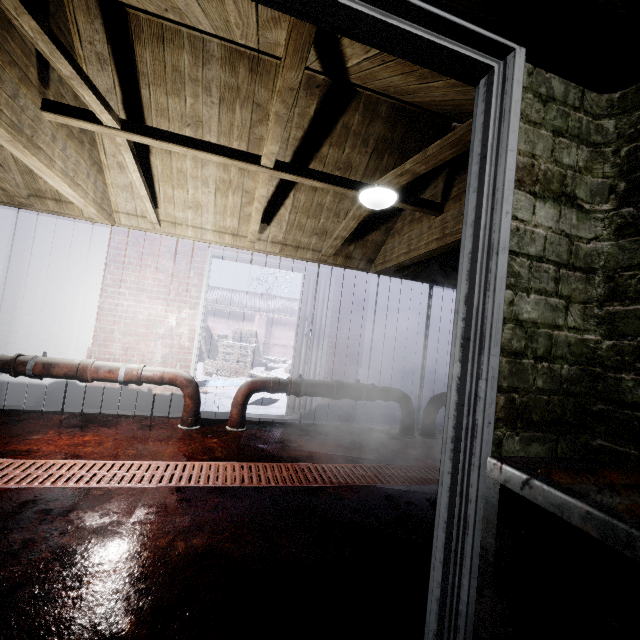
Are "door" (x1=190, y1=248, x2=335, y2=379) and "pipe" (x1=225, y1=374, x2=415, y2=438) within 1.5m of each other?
yes

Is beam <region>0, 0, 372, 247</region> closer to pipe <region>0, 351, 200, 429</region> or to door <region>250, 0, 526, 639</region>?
door <region>250, 0, 526, 639</region>

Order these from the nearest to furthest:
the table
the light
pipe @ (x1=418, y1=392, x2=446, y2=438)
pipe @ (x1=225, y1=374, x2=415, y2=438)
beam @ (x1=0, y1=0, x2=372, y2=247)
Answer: the table, beam @ (x1=0, y1=0, x2=372, y2=247), the light, pipe @ (x1=225, y1=374, x2=415, y2=438), pipe @ (x1=418, y1=392, x2=446, y2=438)

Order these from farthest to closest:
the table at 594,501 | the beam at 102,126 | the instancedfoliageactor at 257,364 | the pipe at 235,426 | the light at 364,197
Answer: the instancedfoliageactor at 257,364
the pipe at 235,426
the light at 364,197
the beam at 102,126
the table at 594,501

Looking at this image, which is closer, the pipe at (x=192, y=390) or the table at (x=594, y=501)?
the table at (x=594, y=501)

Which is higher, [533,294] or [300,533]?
[533,294]

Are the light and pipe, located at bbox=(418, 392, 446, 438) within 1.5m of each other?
no

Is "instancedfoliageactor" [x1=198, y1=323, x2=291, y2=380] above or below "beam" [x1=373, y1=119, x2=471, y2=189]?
below
